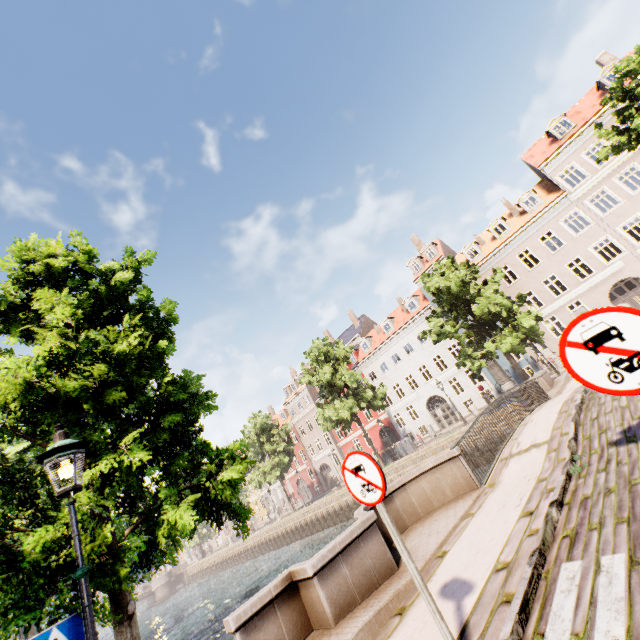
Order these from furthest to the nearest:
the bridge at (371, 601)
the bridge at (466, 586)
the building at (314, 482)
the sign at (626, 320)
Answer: the building at (314, 482) < the bridge at (371, 601) < the bridge at (466, 586) < the sign at (626, 320)

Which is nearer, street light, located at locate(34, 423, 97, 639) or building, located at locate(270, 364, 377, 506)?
street light, located at locate(34, 423, 97, 639)

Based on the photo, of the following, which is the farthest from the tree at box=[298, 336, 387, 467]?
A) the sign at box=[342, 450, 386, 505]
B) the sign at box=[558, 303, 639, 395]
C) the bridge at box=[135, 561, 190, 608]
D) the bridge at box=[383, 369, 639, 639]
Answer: the sign at box=[558, 303, 639, 395]

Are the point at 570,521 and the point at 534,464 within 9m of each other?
yes

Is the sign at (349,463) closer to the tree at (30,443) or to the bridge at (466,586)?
the bridge at (466,586)

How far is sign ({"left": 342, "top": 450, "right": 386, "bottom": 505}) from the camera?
3.2m

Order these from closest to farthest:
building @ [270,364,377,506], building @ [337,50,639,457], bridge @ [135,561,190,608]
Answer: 1. building @ [337,50,639,457]
2. building @ [270,364,377,506]
3. bridge @ [135,561,190,608]
